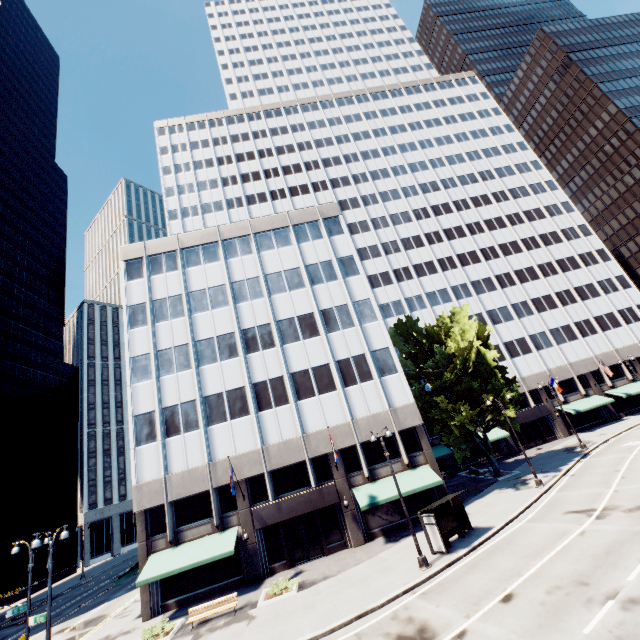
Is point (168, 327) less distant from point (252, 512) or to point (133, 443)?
point (133, 443)

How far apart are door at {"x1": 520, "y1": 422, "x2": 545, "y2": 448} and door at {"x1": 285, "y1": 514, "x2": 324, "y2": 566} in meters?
33.3

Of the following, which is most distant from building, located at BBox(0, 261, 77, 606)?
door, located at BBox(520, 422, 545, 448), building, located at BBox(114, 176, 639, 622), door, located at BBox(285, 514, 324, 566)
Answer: door, located at BBox(520, 422, 545, 448)

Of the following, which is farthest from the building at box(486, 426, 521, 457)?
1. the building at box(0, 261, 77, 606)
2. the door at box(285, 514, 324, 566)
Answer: the building at box(0, 261, 77, 606)

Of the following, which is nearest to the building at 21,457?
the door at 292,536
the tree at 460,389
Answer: the door at 292,536

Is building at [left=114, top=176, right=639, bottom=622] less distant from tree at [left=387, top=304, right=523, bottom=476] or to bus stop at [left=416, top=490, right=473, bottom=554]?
tree at [left=387, top=304, right=523, bottom=476]

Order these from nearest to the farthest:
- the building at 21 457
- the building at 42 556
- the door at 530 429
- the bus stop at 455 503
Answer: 1. the bus stop at 455 503
2. the door at 530 429
3. the building at 21 457
4. the building at 42 556

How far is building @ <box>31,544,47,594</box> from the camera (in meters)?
50.84
